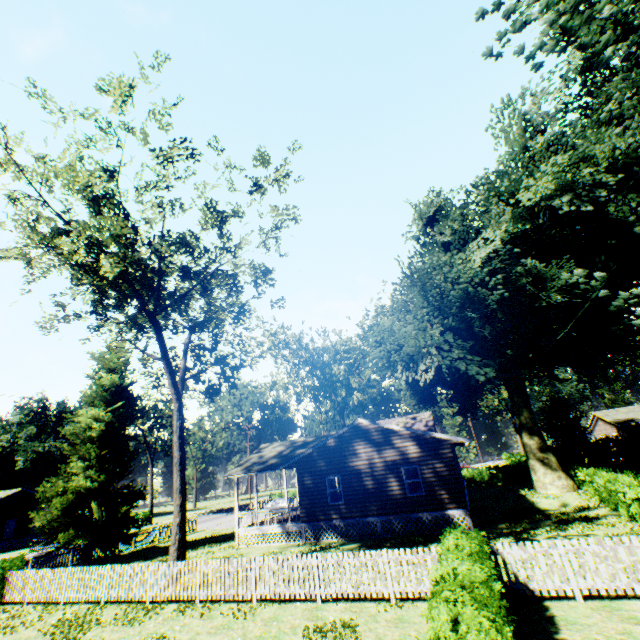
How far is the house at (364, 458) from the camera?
18.53m

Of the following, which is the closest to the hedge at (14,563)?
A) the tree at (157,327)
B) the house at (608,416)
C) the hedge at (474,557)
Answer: the tree at (157,327)

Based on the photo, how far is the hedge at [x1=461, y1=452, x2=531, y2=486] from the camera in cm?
3684

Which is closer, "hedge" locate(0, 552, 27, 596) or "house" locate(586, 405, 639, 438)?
"hedge" locate(0, 552, 27, 596)

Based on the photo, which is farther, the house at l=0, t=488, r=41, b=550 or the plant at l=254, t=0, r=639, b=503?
the house at l=0, t=488, r=41, b=550

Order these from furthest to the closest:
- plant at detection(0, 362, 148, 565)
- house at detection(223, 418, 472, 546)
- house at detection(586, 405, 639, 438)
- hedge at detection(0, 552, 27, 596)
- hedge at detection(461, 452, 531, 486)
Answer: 1. house at detection(586, 405, 639, 438)
2. hedge at detection(461, 452, 531, 486)
3. plant at detection(0, 362, 148, 565)
4. house at detection(223, 418, 472, 546)
5. hedge at detection(0, 552, 27, 596)

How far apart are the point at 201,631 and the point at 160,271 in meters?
13.8

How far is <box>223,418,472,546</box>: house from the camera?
18.53m
